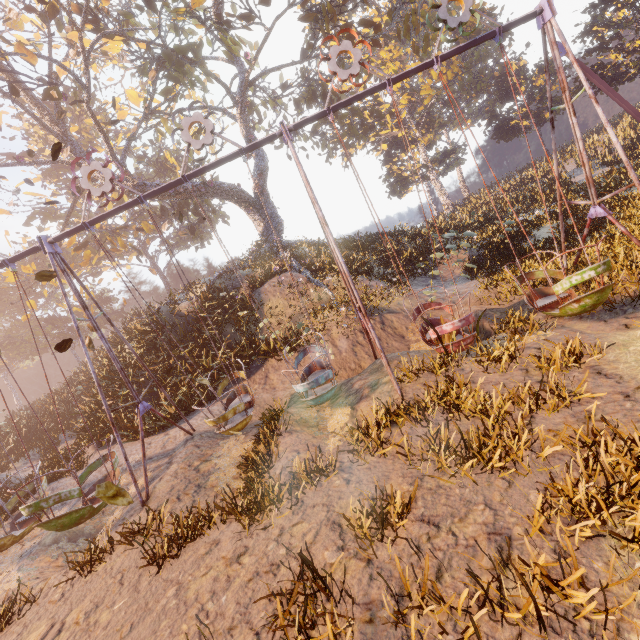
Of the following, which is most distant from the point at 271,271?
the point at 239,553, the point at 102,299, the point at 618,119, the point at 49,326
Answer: the point at 618,119

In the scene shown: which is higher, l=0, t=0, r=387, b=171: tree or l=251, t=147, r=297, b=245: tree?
l=0, t=0, r=387, b=171: tree

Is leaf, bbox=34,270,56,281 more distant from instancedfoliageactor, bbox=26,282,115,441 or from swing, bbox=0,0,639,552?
instancedfoliageactor, bbox=26,282,115,441

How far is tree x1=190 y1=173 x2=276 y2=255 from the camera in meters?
19.3

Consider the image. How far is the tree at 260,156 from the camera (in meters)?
21.73

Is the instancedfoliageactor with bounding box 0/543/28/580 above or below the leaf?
below

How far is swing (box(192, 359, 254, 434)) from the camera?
7.9 meters

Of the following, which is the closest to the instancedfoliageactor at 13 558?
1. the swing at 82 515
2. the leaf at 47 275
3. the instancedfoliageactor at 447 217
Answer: the swing at 82 515
